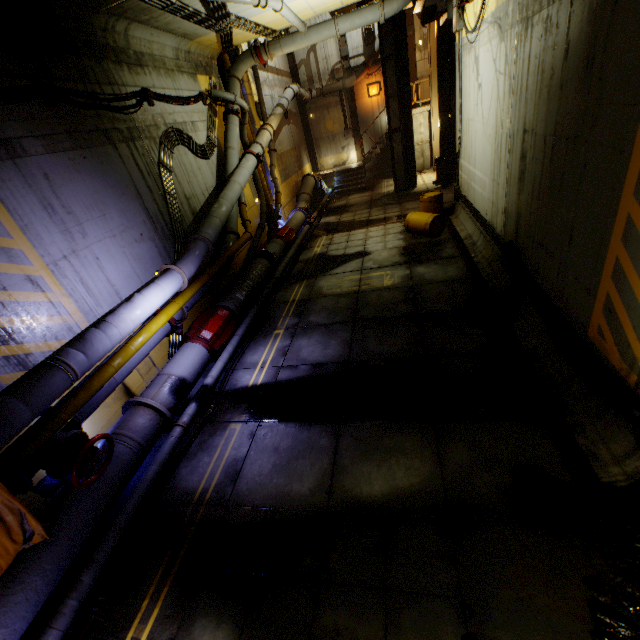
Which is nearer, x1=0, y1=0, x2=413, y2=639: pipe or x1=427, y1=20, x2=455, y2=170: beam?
x1=0, y1=0, x2=413, y2=639: pipe

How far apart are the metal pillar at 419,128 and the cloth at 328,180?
5.29m

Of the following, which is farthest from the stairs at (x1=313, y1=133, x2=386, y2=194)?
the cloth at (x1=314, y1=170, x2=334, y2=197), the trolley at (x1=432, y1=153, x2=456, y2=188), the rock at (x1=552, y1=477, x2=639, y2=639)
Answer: the rock at (x1=552, y1=477, x2=639, y2=639)

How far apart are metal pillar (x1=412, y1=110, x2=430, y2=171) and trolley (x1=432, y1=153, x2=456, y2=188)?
5.1m

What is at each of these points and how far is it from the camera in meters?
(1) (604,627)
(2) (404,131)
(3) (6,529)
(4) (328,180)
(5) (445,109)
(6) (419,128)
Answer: (1) rock, 2.8 m
(2) beam, 16.7 m
(3) cloth, 3.6 m
(4) cloth, 22.6 m
(5) beam, 15.9 m
(6) metal pillar, 20.1 m

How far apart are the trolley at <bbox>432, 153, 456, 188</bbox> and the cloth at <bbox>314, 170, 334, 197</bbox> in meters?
7.0

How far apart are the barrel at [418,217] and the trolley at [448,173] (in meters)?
5.10

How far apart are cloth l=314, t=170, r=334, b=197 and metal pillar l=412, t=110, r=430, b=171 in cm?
529
